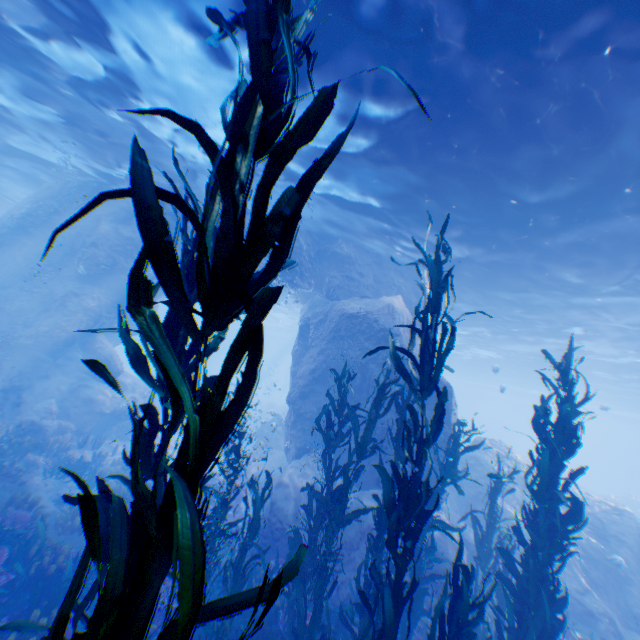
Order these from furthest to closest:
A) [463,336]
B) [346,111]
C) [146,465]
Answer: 1. [463,336]
2. [346,111]
3. [146,465]

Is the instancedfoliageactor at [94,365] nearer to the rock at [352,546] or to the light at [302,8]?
the rock at [352,546]

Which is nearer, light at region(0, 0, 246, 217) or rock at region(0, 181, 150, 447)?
light at region(0, 0, 246, 217)

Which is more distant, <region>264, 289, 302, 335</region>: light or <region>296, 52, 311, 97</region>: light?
<region>264, 289, 302, 335</region>: light

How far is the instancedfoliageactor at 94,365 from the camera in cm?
124

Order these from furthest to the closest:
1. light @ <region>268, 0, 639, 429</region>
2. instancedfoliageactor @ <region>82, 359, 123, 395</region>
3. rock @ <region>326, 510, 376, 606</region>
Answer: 1. rock @ <region>326, 510, 376, 606</region>
2. light @ <region>268, 0, 639, 429</region>
3. instancedfoliageactor @ <region>82, 359, 123, 395</region>

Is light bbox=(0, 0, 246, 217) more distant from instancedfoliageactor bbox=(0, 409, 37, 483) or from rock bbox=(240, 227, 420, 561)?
instancedfoliageactor bbox=(0, 409, 37, 483)

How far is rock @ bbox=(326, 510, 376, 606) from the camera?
8.5m
